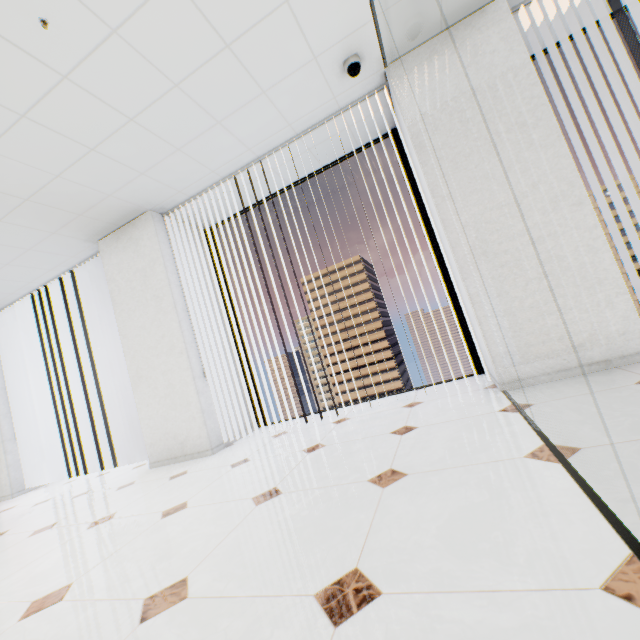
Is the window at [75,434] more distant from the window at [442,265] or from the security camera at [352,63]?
the security camera at [352,63]

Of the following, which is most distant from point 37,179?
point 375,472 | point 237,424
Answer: point 375,472

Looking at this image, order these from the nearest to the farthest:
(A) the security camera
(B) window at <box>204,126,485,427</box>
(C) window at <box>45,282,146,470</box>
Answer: (A) the security camera, (B) window at <box>204,126,485,427</box>, (C) window at <box>45,282,146,470</box>

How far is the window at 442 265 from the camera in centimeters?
354cm

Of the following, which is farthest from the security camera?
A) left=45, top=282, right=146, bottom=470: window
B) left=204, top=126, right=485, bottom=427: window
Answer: left=45, top=282, right=146, bottom=470: window

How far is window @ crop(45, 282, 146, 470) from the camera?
5.81m

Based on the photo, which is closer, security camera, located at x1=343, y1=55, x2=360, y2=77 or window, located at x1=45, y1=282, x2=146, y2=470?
security camera, located at x1=343, y1=55, x2=360, y2=77
